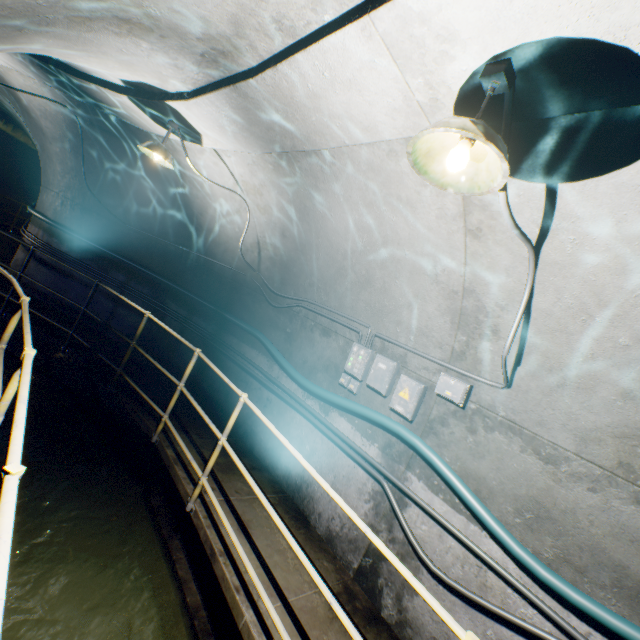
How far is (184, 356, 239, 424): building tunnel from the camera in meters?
5.5

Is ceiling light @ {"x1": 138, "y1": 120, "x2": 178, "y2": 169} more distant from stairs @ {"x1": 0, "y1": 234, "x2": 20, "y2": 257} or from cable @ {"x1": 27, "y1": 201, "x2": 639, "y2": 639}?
stairs @ {"x1": 0, "y1": 234, "x2": 20, "y2": 257}

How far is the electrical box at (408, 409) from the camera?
3.4 meters

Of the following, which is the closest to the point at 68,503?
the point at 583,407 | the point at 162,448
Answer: the point at 162,448

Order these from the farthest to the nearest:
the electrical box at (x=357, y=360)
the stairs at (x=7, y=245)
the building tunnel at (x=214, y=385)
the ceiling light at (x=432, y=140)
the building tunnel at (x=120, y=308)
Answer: the stairs at (x=7, y=245) → the building tunnel at (x=120, y=308) → the building tunnel at (x=214, y=385) → the electrical box at (x=357, y=360) → the ceiling light at (x=432, y=140)

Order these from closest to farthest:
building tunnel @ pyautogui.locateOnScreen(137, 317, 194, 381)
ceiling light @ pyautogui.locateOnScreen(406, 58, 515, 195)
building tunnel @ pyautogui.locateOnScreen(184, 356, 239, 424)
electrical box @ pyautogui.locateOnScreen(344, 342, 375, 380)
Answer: ceiling light @ pyautogui.locateOnScreen(406, 58, 515, 195) < electrical box @ pyautogui.locateOnScreen(344, 342, 375, 380) < building tunnel @ pyautogui.locateOnScreen(184, 356, 239, 424) < building tunnel @ pyautogui.locateOnScreen(137, 317, 194, 381)

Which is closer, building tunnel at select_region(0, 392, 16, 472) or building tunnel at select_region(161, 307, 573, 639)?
building tunnel at select_region(161, 307, 573, 639)

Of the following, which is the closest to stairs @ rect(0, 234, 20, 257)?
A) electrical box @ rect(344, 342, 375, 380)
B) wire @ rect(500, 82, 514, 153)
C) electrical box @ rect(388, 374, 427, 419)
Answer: wire @ rect(500, 82, 514, 153)
